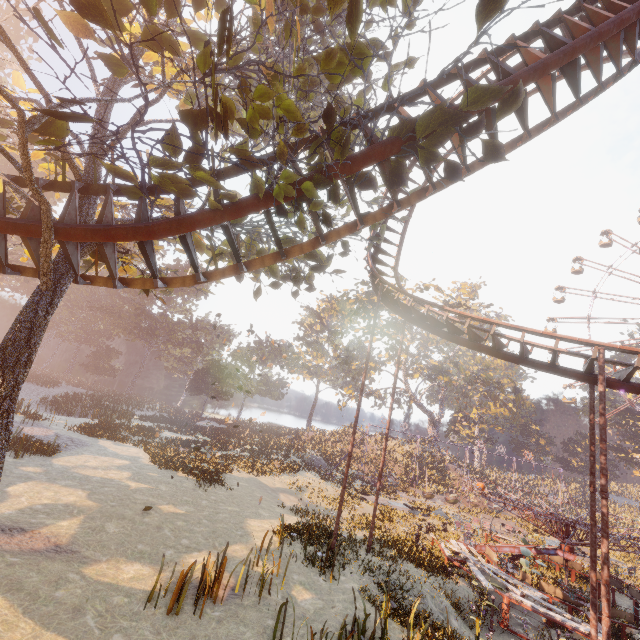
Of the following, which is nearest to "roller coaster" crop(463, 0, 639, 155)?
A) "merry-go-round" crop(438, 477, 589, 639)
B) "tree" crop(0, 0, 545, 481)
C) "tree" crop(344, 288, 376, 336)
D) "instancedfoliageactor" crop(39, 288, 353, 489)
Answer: "tree" crop(0, 0, 545, 481)

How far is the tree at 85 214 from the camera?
7.59m

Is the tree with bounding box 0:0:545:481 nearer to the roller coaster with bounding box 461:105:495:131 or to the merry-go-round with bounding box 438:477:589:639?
the roller coaster with bounding box 461:105:495:131

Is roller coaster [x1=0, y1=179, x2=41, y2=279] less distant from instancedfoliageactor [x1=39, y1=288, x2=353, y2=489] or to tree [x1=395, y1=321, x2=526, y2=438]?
instancedfoliageactor [x1=39, y1=288, x2=353, y2=489]

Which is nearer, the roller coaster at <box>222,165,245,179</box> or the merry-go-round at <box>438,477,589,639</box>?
the roller coaster at <box>222,165,245,179</box>

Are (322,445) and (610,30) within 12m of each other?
no

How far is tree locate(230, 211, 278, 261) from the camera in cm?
824
